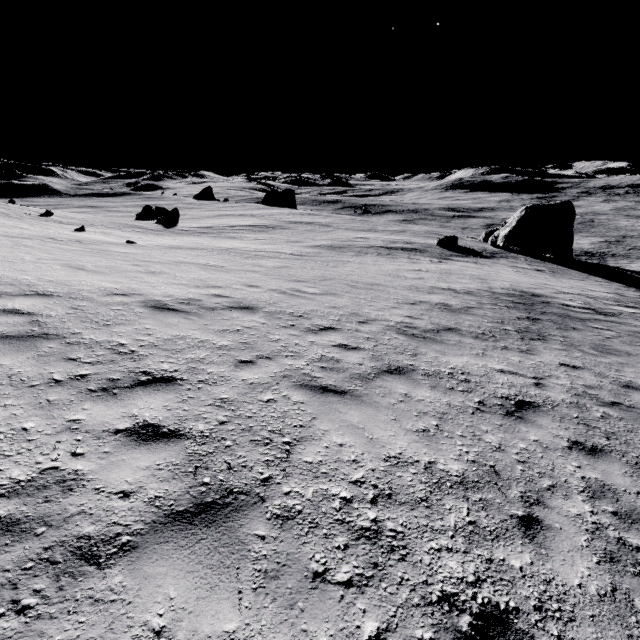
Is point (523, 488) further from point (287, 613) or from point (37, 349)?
point (37, 349)

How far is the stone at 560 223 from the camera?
34.75m

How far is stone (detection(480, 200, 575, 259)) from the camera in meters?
34.8

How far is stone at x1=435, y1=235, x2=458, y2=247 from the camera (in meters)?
34.72

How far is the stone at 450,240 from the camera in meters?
34.7
